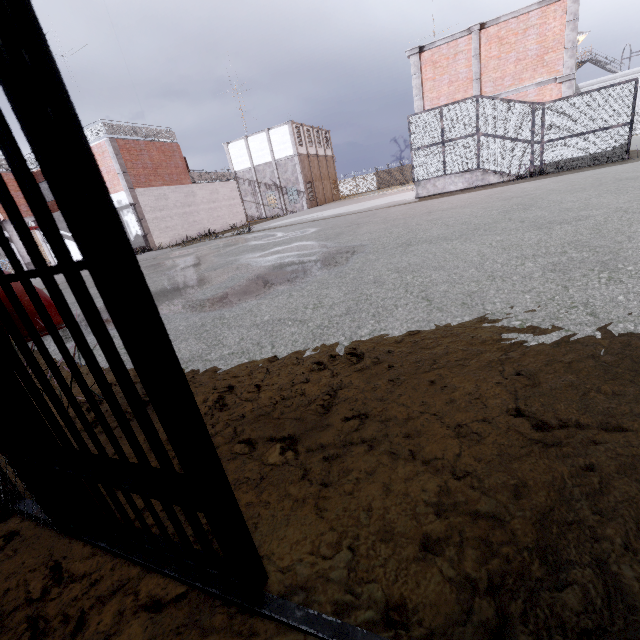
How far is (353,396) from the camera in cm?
199

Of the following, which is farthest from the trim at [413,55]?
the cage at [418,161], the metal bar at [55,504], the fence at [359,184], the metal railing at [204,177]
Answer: the metal bar at [55,504]

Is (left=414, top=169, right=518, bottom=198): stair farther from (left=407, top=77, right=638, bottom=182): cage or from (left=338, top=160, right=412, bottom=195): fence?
(left=338, top=160, right=412, bottom=195): fence

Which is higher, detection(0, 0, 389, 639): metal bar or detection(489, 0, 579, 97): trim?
detection(489, 0, 579, 97): trim

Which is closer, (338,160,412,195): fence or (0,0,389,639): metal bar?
(0,0,389,639): metal bar

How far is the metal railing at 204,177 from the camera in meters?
26.5 m

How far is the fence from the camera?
52.06m

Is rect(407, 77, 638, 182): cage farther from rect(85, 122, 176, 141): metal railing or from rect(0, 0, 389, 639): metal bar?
rect(0, 0, 389, 639): metal bar
